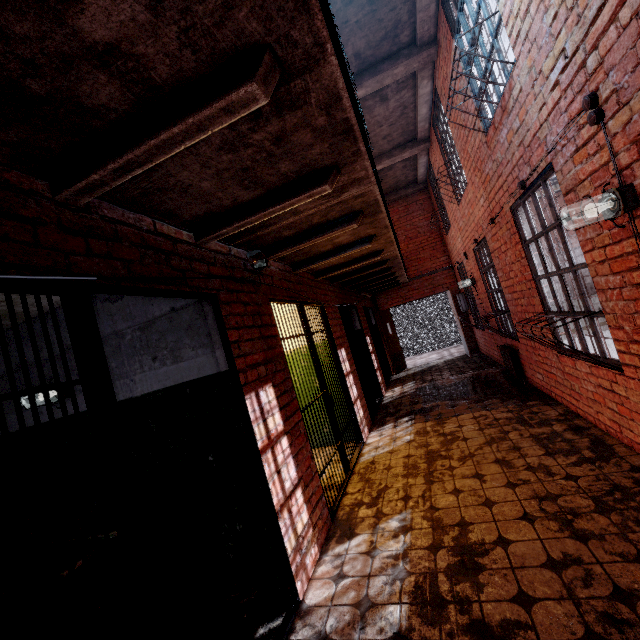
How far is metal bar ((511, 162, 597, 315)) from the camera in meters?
3.2

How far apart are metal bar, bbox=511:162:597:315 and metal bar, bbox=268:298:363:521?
2.93m

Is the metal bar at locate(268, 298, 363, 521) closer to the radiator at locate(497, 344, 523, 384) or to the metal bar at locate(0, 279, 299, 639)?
the metal bar at locate(0, 279, 299, 639)

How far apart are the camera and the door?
8.1m

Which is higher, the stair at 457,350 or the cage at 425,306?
the cage at 425,306

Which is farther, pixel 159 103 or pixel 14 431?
pixel 14 431

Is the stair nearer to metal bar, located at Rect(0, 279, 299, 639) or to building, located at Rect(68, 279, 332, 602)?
building, located at Rect(68, 279, 332, 602)

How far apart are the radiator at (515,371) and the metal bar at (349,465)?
3.16m
